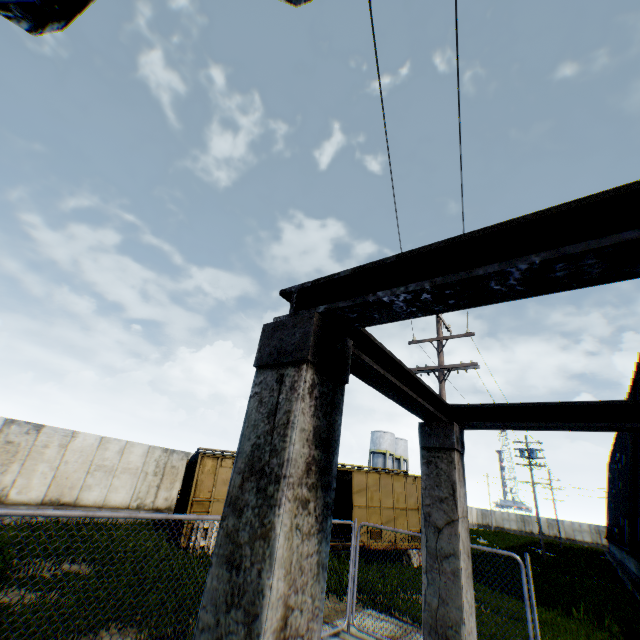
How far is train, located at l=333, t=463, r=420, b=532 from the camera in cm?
1606

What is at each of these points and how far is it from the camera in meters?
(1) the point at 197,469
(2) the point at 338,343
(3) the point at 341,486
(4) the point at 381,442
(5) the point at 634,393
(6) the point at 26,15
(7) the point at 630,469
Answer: (1) train, 13.1
(2) concrete support, 1.5
(3) train, 19.2
(4) vertical tank, 52.8
(5) building, 18.6
(6) electrical compensator, 1.1
(7) building, 18.3

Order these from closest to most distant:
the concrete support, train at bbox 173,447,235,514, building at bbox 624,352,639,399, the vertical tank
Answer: the concrete support
train at bbox 173,447,235,514
building at bbox 624,352,639,399
the vertical tank

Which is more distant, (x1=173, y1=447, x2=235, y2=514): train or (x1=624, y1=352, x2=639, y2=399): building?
(x1=624, y1=352, x2=639, y2=399): building

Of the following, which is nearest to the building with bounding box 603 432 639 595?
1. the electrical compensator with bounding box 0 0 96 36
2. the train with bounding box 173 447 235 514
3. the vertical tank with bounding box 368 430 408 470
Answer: the train with bounding box 173 447 235 514

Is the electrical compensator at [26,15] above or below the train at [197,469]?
above

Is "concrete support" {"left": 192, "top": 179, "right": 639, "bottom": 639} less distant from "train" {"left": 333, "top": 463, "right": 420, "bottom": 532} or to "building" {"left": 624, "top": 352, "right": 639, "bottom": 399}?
"train" {"left": 333, "top": 463, "right": 420, "bottom": 532}

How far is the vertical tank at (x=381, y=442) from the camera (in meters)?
52.09
